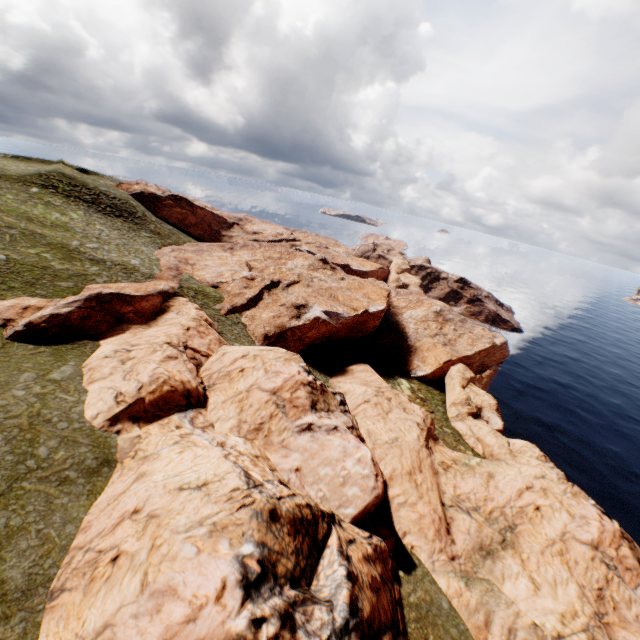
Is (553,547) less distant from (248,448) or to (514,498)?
(514,498)
